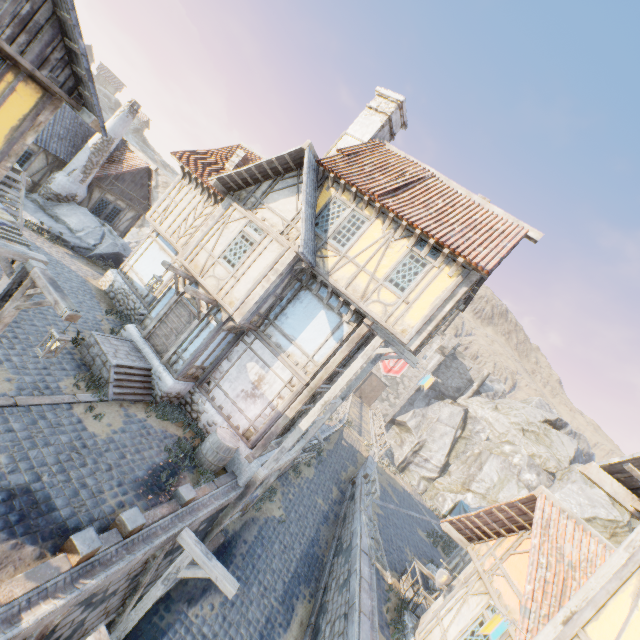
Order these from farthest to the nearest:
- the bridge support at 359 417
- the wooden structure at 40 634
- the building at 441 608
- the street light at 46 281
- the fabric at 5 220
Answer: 1. the bridge support at 359 417
2. the building at 441 608
3. the fabric at 5 220
4. the street light at 46 281
5. the wooden structure at 40 634

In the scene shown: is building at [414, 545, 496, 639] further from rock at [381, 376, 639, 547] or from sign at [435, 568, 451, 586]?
rock at [381, 376, 639, 547]

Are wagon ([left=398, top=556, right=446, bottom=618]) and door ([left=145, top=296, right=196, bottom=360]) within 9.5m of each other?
no

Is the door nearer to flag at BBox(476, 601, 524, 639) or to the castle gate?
flag at BBox(476, 601, 524, 639)

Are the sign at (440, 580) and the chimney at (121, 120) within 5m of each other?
no

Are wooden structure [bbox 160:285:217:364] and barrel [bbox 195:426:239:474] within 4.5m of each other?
yes

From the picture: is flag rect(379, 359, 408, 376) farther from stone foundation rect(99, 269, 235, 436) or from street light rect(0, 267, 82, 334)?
street light rect(0, 267, 82, 334)

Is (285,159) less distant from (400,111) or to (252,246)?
(252,246)
